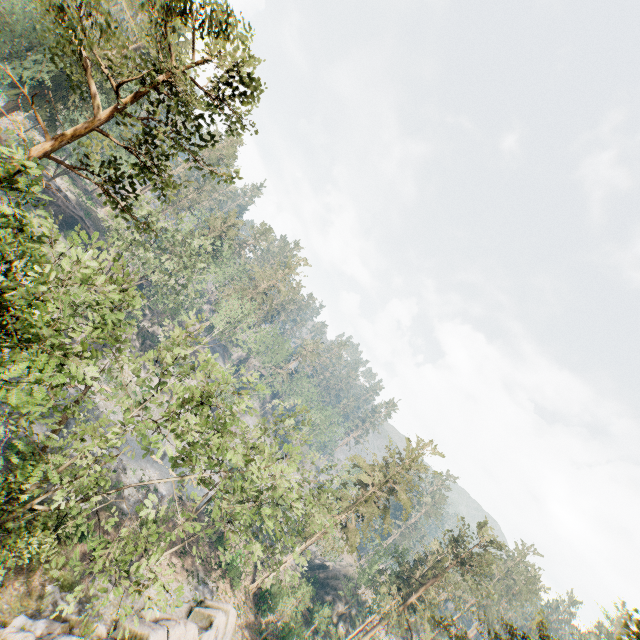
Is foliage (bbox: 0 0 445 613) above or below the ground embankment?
above

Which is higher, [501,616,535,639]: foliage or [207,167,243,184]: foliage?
[207,167,243,184]: foliage

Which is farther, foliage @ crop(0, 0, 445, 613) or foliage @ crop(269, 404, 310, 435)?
foliage @ crop(269, 404, 310, 435)

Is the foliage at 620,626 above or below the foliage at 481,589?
above

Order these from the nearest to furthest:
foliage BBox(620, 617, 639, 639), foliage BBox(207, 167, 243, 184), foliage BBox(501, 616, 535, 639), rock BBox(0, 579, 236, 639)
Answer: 1. foliage BBox(620, 617, 639, 639)
2. foliage BBox(207, 167, 243, 184)
3. foliage BBox(501, 616, 535, 639)
4. rock BBox(0, 579, 236, 639)

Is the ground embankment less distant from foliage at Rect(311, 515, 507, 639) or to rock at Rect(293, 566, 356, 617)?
foliage at Rect(311, 515, 507, 639)

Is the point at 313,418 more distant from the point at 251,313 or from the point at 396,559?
the point at 396,559

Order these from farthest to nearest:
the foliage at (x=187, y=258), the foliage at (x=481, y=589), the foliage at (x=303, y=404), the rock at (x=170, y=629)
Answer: the foliage at (x=481, y=589) → the foliage at (x=303, y=404) → the rock at (x=170, y=629) → the foliage at (x=187, y=258)
